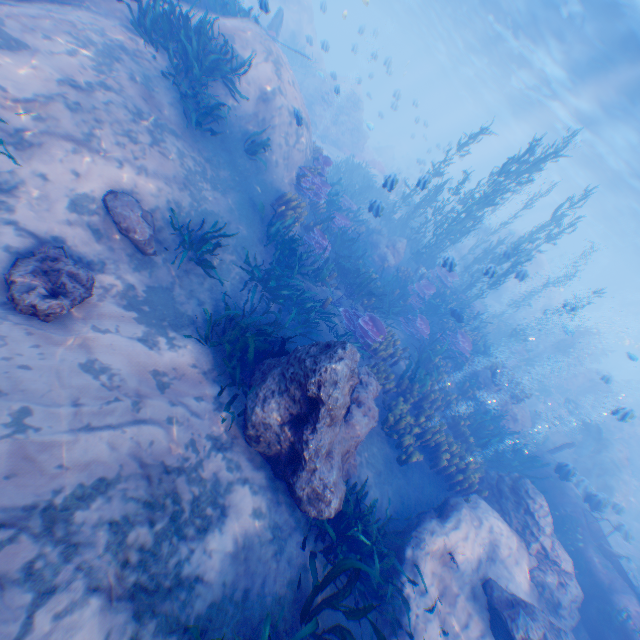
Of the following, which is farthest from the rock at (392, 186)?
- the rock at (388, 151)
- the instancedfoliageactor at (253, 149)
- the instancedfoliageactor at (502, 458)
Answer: the rock at (388, 151)

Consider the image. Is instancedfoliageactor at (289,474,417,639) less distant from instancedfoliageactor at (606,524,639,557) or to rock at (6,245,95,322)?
rock at (6,245,95,322)

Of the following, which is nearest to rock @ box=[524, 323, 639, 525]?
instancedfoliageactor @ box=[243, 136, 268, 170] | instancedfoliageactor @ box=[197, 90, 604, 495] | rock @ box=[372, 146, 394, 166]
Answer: instancedfoliageactor @ box=[197, 90, 604, 495]

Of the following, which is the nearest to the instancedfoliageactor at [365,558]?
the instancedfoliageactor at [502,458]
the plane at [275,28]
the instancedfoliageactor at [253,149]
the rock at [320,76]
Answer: the rock at [320,76]

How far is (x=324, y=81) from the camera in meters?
25.0

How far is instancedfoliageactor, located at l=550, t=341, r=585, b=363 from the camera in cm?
2130

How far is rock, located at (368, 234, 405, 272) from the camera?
15.1m
